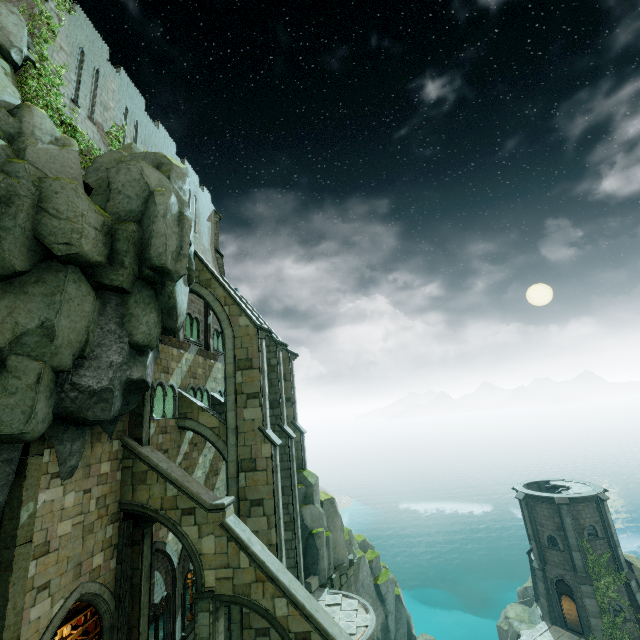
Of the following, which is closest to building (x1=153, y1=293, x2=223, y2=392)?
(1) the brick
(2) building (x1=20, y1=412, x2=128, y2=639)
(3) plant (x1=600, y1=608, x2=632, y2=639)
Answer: (2) building (x1=20, y1=412, x2=128, y2=639)

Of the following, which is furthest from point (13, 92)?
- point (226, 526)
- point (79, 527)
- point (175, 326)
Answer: point (226, 526)

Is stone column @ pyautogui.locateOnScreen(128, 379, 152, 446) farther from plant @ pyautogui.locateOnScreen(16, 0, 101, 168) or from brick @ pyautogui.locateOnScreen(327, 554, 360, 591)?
brick @ pyautogui.locateOnScreen(327, 554, 360, 591)

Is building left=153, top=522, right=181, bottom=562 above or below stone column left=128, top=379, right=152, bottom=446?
below

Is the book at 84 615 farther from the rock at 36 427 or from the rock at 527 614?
the rock at 527 614

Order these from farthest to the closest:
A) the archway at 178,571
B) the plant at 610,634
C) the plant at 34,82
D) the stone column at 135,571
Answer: the plant at 610,634, the archway at 178,571, the plant at 34,82, the stone column at 135,571

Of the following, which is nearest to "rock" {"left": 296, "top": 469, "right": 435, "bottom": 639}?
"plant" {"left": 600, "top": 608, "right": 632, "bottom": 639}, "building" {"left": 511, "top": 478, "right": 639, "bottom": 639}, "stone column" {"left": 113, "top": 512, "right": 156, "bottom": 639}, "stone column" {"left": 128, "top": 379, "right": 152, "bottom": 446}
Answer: "stone column" {"left": 128, "top": 379, "right": 152, "bottom": 446}

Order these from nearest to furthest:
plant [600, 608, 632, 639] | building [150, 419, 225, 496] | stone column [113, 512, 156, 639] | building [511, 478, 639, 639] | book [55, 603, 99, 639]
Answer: stone column [113, 512, 156, 639]
book [55, 603, 99, 639]
building [150, 419, 225, 496]
plant [600, 608, 632, 639]
building [511, 478, 639, 639]
